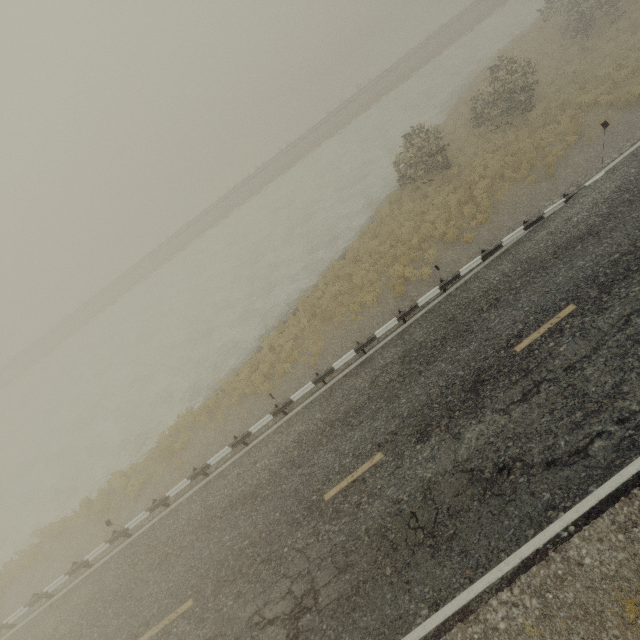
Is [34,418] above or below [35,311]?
below
